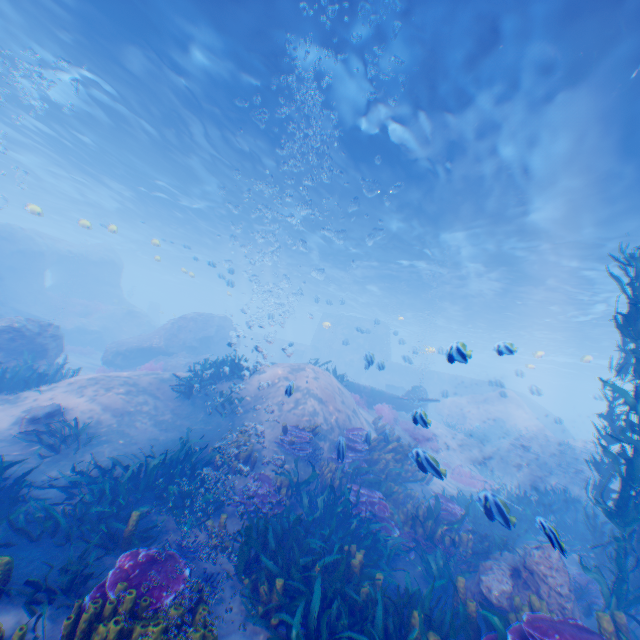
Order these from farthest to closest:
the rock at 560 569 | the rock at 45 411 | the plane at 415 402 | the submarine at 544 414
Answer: the submarine at 544 414, the plane at 415 402, the rock at 45 411, the rock at 560 569

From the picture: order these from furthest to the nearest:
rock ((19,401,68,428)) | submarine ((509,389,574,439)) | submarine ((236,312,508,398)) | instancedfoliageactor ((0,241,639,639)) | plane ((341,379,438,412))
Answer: submarine ((236,312,508,398)) → submarine ((509,389,574,439)) → plane ((341,379,438,412)) → rock ((19,401,68,428)) → instancedfoliageactor ((0,241,639,639))

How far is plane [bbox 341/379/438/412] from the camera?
17.6 meters

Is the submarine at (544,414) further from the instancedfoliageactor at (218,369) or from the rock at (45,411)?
the instancedfoliageactor at (218,369)

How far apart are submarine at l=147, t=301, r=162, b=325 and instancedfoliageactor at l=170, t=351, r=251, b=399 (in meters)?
38.99

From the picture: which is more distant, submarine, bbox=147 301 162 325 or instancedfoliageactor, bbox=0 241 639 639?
submarine, bbox=147 301 162 325

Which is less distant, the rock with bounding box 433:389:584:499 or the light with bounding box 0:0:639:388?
the light with bounding box 0:0:639:388

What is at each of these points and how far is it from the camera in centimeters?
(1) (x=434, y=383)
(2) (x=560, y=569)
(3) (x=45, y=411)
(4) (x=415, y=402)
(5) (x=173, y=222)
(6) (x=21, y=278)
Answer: (1) submarine, 3500cm
(2) rock, 617cm
(3) rock, 848cm
(4) plane, 1925cm
(5) light, 2825cm
(6) rock, 2384cm
